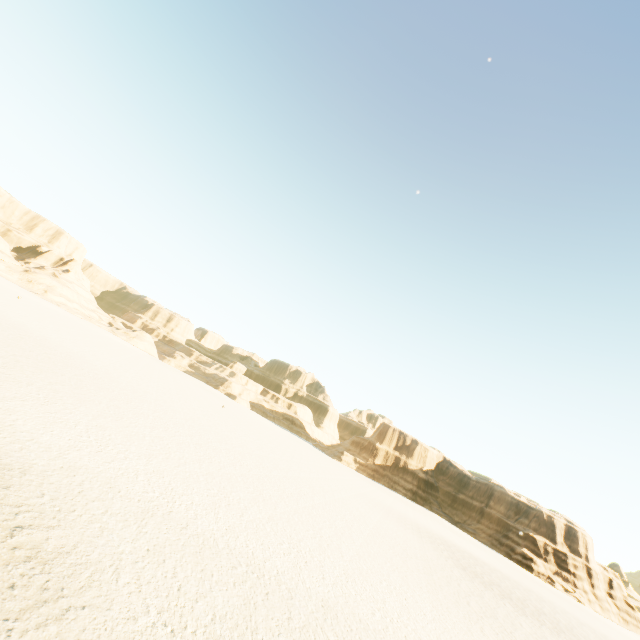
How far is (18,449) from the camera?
8.5m
